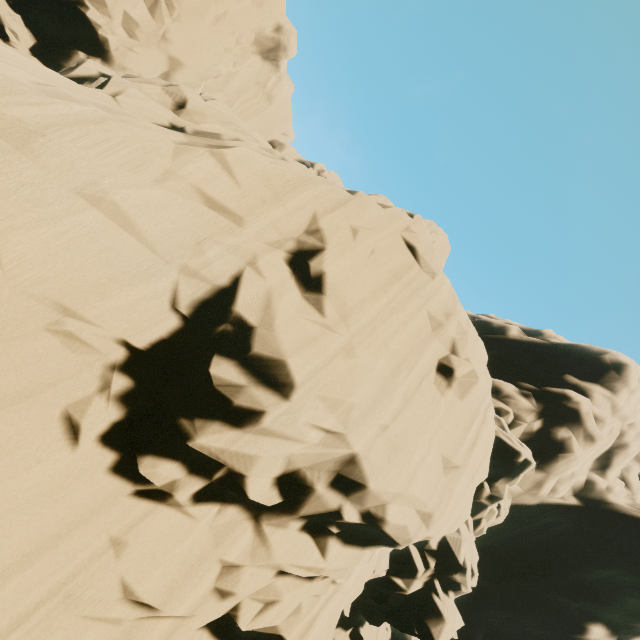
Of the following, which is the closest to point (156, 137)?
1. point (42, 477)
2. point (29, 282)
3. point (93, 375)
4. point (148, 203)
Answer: point (148, 203)
